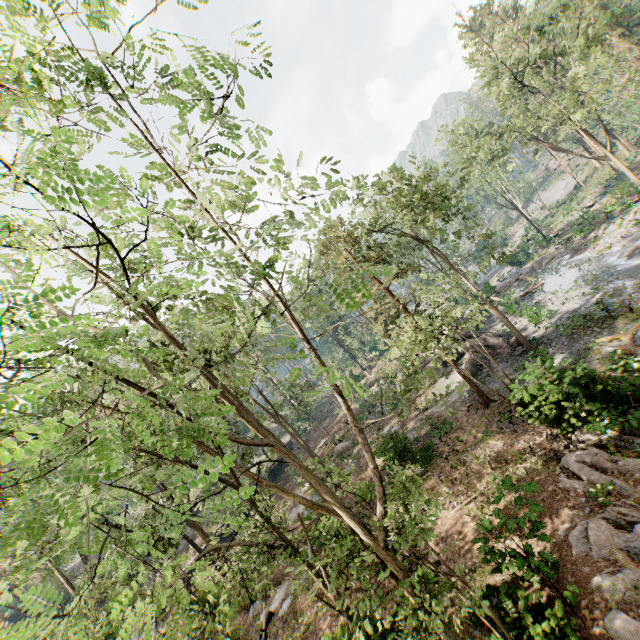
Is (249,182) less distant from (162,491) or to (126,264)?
(126,264)

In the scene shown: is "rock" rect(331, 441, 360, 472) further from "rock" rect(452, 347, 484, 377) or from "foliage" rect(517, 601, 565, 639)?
"rock" rect(452, 347, 484, 377)

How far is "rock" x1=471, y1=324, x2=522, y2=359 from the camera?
24.27m

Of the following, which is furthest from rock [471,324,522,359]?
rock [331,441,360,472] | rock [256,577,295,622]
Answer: rock [256,577,295,622]

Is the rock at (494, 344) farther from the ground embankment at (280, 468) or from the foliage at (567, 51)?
the ground embankment at (280, 468)

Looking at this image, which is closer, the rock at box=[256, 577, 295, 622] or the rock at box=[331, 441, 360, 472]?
the rock at box=[256, 577, 295, 622]

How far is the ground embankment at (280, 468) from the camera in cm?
3762

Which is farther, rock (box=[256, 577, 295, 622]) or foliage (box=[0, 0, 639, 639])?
rock (box=[256, 577, 295, 622])
